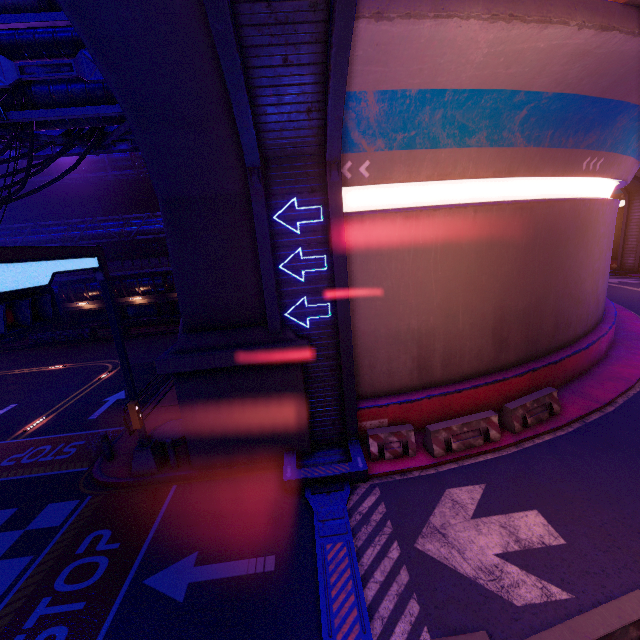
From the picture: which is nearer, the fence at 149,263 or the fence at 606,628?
the fence at 606,628

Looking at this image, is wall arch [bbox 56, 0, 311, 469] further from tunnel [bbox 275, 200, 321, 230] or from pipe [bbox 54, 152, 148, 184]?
pipe [bbox 54, 152, 148, 184]

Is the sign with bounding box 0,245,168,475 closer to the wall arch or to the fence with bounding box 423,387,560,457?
the wall arch

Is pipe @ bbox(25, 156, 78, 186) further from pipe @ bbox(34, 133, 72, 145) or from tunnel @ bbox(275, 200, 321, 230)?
tunnel @ bbox(275, 200, 321, 230)

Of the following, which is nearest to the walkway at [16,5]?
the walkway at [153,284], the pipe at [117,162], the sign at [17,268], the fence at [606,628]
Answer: the sign at [17,268]

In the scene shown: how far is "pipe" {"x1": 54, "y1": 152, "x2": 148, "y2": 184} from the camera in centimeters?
3075cm

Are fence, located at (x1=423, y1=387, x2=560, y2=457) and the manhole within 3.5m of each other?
no

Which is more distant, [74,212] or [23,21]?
[74,212]
